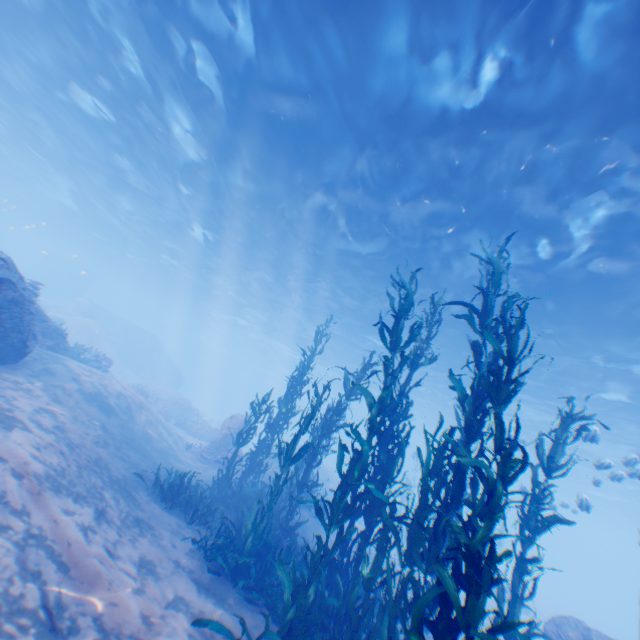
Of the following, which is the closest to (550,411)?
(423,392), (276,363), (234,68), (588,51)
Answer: (423,392)

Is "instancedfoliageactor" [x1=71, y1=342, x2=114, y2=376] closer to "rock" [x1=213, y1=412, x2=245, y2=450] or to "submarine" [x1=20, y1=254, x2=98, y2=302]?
"submarine" [x1=20, y1=254, x2=98, y2=302]

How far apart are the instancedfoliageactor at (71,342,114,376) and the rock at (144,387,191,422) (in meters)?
8.03

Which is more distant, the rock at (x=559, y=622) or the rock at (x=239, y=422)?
the rock at (x=239, y=422)

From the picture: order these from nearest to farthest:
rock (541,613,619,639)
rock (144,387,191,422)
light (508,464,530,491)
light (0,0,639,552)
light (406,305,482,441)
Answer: light (0,0,639,552), rock (541,613,619,639), light (508,464,530,491), light (406,305,482,441), rock (144,387,191,422)

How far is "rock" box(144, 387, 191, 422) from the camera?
27.0 meters

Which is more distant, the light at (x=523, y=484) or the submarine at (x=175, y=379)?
the submarine at (x=175, y=379)

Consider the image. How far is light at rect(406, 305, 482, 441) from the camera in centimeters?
1931cm
